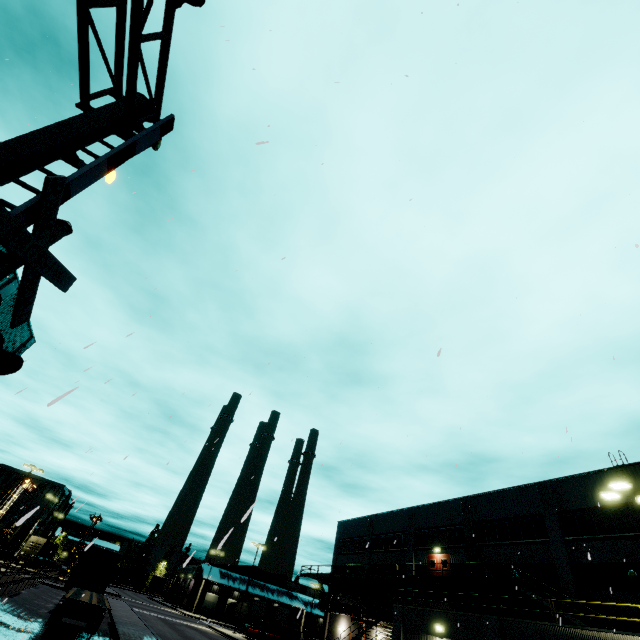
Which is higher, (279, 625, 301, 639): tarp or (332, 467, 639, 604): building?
(332, 467, 639, 604): building

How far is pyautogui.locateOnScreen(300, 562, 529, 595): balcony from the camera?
24.1 meters

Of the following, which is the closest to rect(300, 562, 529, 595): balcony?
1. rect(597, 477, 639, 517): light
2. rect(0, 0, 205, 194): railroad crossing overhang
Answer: rect(597, 477, 639, 517): light

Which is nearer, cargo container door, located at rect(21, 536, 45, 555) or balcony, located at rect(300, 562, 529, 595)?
balcony, located at rect(300, 562, 529, 595)

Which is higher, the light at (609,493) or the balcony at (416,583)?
the light at (609,493)

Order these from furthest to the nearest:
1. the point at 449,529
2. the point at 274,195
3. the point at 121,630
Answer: the point at 449,529 < the point at 121,630 < the point at 274,195

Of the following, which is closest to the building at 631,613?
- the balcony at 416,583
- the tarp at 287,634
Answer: the balcony at 416,583

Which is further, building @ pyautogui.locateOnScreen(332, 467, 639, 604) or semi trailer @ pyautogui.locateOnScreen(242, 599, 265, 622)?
semi trailer @ pyautogui.locateOnScreen(242, 599, 265, 622)
